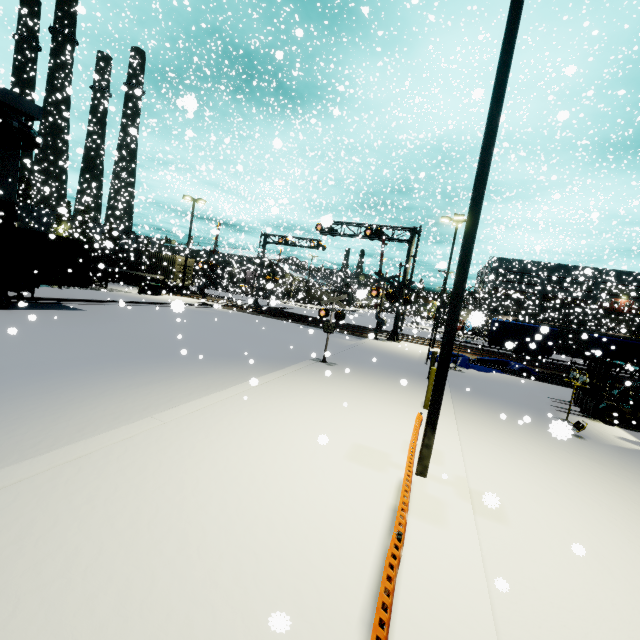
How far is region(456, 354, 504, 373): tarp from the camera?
18.23m

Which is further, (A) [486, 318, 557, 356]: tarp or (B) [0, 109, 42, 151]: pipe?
(B) [0, 109, 42, 151]: pipe

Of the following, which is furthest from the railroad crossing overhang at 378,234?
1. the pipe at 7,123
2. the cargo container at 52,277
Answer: the pipe at 7,123

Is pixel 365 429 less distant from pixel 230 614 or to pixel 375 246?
pixel 230 614

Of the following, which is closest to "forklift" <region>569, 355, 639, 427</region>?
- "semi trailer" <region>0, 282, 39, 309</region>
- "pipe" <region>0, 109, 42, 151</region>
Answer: "semi trailer" <region>0, 282, 39, 309</region>

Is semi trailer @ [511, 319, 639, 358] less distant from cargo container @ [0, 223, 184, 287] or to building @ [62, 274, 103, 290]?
building @ [62, 274, 103, 290]

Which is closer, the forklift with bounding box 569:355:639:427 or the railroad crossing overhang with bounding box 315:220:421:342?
the forklift with bounding box 569:355:639:427

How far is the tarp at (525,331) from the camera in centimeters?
1532cm
